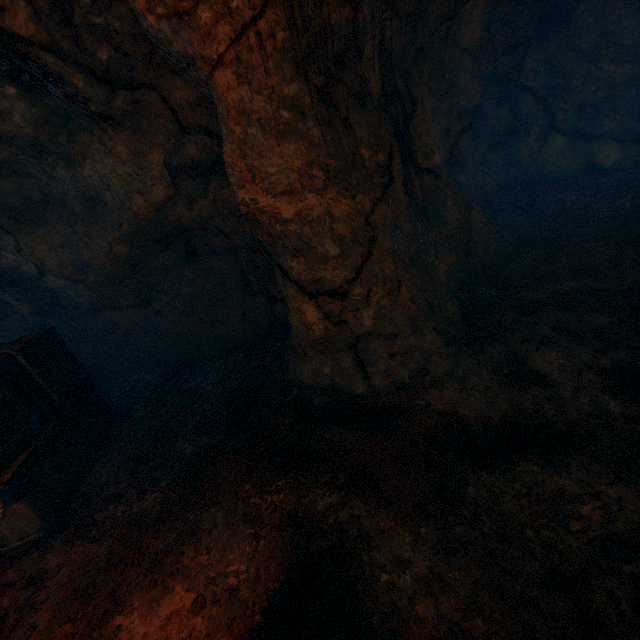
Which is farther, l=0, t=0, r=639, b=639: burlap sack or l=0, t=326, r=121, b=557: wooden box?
l=0, t=326, r=121, b=557: wooden box

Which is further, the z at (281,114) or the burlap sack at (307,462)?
the z at (281,114)

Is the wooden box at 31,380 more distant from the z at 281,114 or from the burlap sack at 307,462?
the z at 281,114

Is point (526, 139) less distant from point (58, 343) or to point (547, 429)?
point (547, 429)

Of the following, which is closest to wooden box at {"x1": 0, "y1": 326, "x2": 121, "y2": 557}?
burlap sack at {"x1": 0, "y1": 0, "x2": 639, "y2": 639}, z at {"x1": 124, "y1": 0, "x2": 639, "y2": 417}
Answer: burlap sack at {"x1": 0, "y1": 0, "x2": 639, "y2": 639}

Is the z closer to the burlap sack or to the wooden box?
the burlap sack

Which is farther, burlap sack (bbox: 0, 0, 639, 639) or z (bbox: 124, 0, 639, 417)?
z (bbox: 124, 0, 639, 417)
